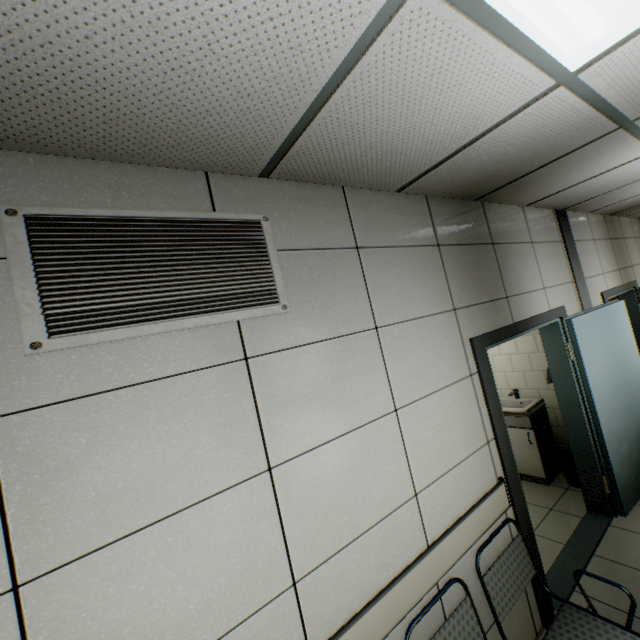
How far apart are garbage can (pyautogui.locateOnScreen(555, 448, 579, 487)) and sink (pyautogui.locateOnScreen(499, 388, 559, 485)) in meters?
0.1

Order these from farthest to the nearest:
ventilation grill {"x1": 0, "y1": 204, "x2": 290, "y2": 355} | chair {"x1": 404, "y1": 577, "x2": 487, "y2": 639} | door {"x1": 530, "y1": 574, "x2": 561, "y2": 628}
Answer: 1. door {"x1": 530, "y1": 574, "x2": 561, "y2": 628}
2. chair {"x1": 404, "y1": 577, "x2": 487, "y2": 639}
3. ventilation grill {"x1": 0, "y1": 204, "x2": 290, "y2": 355}

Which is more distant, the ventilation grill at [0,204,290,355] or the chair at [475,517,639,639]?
the chair at [475,517,639,639]

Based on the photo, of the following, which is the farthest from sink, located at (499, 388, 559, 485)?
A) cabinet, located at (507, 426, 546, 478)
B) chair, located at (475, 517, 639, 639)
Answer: chair, located at (475, 517, 639, 639)

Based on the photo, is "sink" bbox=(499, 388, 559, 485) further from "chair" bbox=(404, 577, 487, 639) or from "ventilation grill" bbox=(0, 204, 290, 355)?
"ventilation grill" bbox=(0, 204, 290, 355)

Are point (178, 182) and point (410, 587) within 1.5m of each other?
no

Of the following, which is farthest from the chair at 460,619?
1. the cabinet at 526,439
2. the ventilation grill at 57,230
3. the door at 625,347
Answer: the cabinet at 526,439

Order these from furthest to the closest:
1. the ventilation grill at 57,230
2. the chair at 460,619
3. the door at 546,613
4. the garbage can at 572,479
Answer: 1. the garbage can at 572,479
2. the door at 546,613
3. the chair at 460,619
4. the ventilation grill at 57,230
